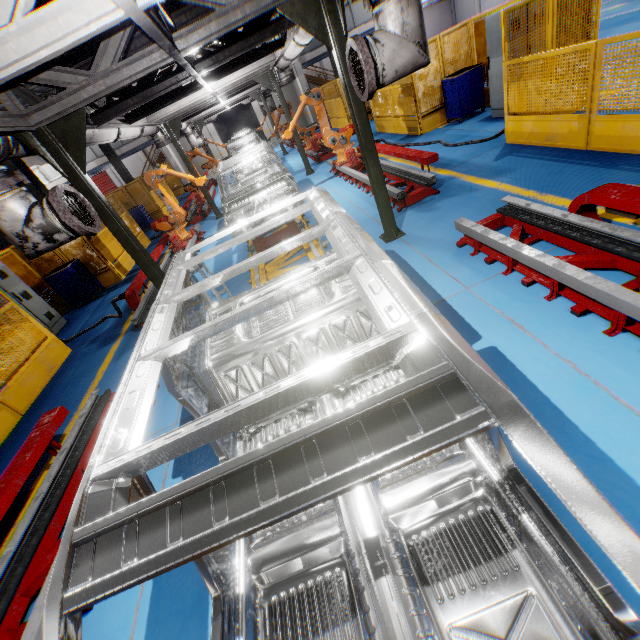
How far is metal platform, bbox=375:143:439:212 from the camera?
6.3m

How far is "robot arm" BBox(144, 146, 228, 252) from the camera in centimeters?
895cm

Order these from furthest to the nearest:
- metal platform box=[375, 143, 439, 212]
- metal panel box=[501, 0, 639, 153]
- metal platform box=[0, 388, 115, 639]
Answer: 1. metal platform box=[375, 143, 439, 212]
2. metal panel box=[501, 0, 639, 153]
3. metal platform box=[0, 388, 115, 639]

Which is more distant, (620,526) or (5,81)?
(5,81)

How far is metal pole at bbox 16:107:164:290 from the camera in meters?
4.0

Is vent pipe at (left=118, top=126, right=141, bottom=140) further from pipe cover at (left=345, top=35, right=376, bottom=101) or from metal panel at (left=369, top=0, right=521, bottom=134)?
pipe cover at (left=345, top=35, right=376, bottom=101)

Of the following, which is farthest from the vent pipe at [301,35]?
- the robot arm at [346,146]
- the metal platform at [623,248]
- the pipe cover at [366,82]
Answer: the metal platform at [623,248]

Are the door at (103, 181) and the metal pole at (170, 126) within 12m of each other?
no
